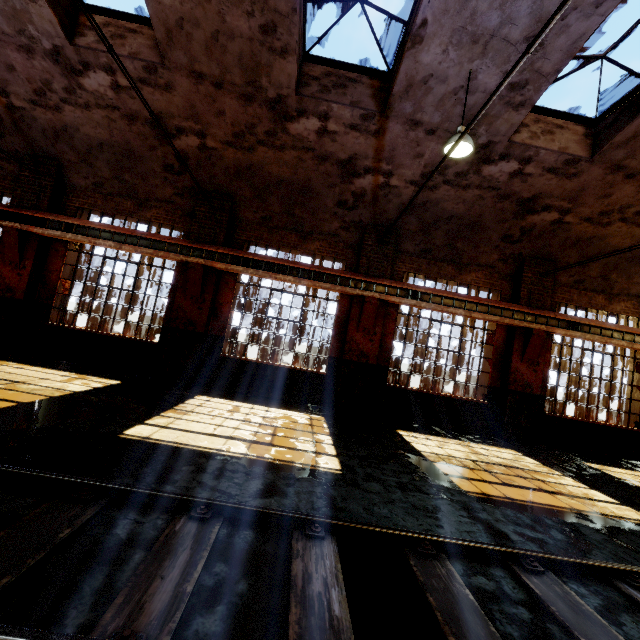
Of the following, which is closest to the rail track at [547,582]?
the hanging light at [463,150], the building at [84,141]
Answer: the building at [84,141]

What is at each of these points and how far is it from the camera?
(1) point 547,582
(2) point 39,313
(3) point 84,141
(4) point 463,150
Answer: (1) rail track, 2.74m
(2) building, 9.20m
(3) building, 8.79m
(4) hanging light, 6.11m

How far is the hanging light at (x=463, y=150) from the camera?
5.86m

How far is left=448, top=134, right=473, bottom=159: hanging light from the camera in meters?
5.9 m

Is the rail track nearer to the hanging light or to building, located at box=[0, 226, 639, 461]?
building, located at box=[0, 226, 639, 461]
